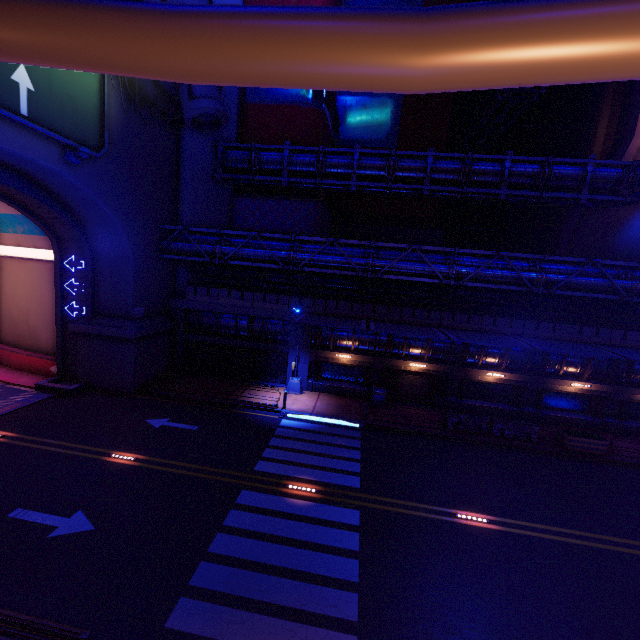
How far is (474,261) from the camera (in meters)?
20.02

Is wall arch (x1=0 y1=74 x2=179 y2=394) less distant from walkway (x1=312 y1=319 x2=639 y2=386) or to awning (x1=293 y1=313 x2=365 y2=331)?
walkway (x1=312 y1=319 x2=639 y2=386)

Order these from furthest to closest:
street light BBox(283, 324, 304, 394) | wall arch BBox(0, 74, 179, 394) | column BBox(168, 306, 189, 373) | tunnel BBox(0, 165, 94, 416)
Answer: column BBox(168, 306, 189, 373) → street light BBox(283, 324, 304, 394) → tunnel BBox(0, 165, 94, 416) → wall arch BBox(0, 74, 179, 394)

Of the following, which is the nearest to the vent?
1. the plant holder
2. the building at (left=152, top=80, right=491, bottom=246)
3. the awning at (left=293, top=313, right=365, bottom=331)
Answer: the awning at (left=293, top=313, right=365, bottom=331)

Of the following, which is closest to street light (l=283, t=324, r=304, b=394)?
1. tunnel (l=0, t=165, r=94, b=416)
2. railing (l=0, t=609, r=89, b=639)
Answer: tunnel (l=0, t=165, r=94, b=416)

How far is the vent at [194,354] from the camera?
23.5m

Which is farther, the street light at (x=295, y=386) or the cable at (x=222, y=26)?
the street light at (x=295, y=386)

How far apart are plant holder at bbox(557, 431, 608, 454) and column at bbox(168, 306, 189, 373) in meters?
24.7
